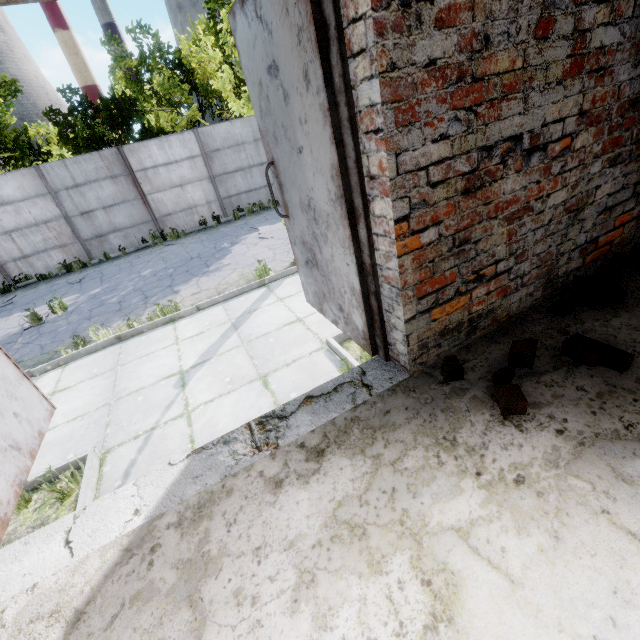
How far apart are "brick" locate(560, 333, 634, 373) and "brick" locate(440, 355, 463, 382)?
0.6 meters

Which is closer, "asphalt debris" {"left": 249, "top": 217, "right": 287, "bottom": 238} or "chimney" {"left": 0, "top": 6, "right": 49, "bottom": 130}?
"asphalt debris" {"left": 249, "top": 217, "right": 287, "bottom": 238}

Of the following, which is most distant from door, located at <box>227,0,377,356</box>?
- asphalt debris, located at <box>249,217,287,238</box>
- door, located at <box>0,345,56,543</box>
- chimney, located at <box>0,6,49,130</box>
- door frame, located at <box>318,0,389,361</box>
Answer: chimney, located at <box>0,6,49,130</box>

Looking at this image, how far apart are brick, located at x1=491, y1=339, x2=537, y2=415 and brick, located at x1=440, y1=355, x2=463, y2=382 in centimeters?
16cm

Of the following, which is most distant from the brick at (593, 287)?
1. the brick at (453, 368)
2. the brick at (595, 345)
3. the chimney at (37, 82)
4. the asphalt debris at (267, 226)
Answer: the chimney at (37, 82)

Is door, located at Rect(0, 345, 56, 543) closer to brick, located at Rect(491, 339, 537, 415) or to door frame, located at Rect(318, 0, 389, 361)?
door frame, located at Rect(318, 0, 389, 361)

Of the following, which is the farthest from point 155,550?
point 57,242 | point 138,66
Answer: point 138,66

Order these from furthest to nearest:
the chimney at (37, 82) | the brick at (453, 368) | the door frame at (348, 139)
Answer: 1. the chimney at (37, 82)
2. the brick at (453, 368)
3. the door frame at (348, 139)
